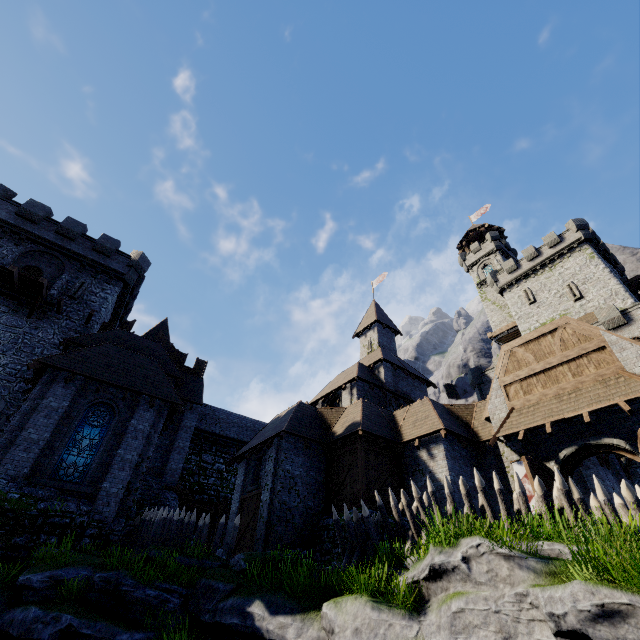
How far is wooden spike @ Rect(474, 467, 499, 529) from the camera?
8.8 meters

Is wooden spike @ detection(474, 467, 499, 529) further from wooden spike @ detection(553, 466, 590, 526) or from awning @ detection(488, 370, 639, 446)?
awning @ detection(488, 370, 639, 446)

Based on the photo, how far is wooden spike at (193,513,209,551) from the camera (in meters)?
13.66

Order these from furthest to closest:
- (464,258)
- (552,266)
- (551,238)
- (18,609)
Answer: (464,258) → (551,238) → (552,266) → (18,609)

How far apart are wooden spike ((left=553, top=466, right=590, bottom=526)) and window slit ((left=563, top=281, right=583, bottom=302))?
33.09m

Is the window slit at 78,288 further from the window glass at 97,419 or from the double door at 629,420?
the double door at 629,420

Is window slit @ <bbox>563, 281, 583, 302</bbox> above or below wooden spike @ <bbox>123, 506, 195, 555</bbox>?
above

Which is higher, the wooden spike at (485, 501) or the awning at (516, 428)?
the awning at (516, 428)
